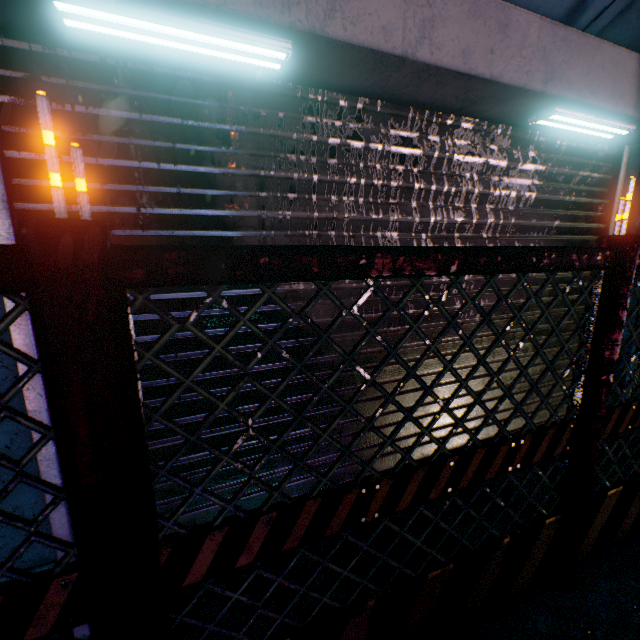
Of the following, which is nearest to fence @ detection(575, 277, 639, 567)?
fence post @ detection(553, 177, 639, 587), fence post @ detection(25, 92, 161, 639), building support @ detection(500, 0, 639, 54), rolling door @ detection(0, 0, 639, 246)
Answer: fence post @ detection(553, 177, 639, 587)

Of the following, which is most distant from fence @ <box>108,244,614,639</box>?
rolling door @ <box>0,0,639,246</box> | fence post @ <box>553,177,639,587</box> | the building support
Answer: the building support

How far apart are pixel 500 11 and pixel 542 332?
1.9 meters

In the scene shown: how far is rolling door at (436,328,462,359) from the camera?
2.01m

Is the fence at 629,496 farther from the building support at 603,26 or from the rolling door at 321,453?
the building support at 603,26

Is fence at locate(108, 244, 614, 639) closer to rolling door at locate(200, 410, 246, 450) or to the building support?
rolling door at locate(200, 410, 246, 450)

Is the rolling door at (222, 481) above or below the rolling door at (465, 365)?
below

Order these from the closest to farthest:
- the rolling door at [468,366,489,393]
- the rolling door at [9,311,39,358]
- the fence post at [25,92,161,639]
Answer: the fence post at [25,92,161,639] < the rolling door at [9,311,39,358] < the rolling door at [468,366,489,393]
